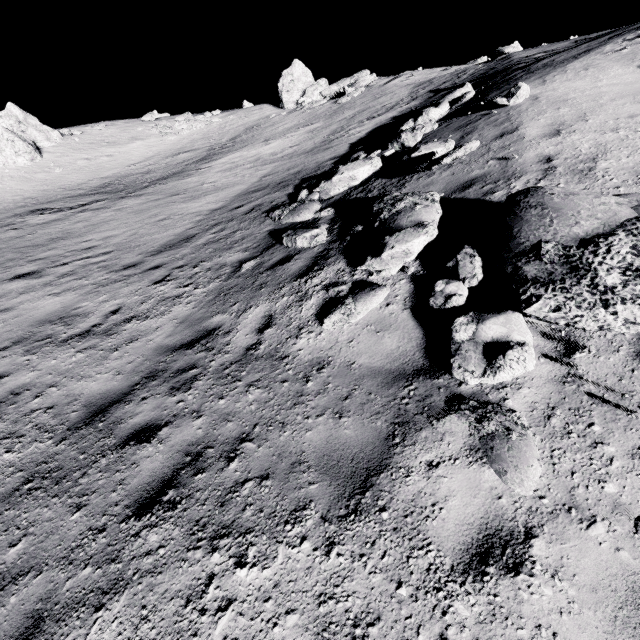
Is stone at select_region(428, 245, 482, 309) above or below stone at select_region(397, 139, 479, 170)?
below

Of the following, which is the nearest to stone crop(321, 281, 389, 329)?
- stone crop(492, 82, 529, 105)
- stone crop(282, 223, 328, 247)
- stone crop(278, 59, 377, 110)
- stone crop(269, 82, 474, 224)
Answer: stone crop(282, 223, 328, 247)

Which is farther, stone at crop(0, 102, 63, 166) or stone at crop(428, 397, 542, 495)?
stone at crop(0, 102, 63, 166)

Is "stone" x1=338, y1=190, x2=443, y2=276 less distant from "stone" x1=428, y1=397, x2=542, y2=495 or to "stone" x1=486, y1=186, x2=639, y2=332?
"stone" x1=486, y1=186, x2=639, y2=332

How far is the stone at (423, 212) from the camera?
5.1m

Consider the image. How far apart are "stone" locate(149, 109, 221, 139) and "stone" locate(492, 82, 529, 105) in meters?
29.8

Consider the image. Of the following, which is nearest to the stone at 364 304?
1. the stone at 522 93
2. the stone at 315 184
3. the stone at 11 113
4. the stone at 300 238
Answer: the stone at 300 238

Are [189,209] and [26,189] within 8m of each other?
no
